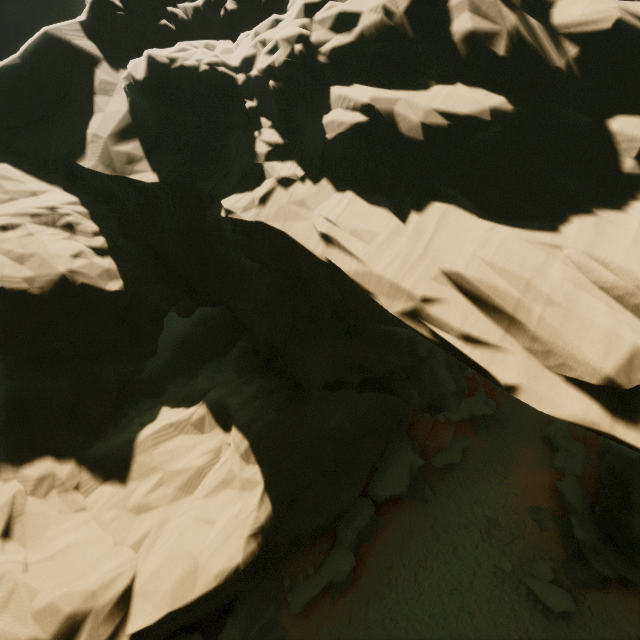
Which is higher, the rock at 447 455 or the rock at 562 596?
the rock at 447 455

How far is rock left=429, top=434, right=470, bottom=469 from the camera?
19.9m

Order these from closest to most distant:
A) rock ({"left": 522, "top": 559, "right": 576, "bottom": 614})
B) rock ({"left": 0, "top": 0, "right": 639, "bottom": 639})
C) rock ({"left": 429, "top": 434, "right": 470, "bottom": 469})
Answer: rock ({"left": 0, "top": 0, "right": 639, "bottom": 639}) < rock ({"left": 522, "top": 559, "right": 576, "bottom": 614}) < rock ({"left": 429, "top": 434, "right": 470, "bottom": 469})

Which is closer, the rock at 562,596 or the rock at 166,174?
the rock at 166,174

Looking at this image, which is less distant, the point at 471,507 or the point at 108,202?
the point at 108,202

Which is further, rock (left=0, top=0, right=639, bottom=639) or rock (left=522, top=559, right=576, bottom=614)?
rock (left=522, top=559, right=576, bottom=614)
